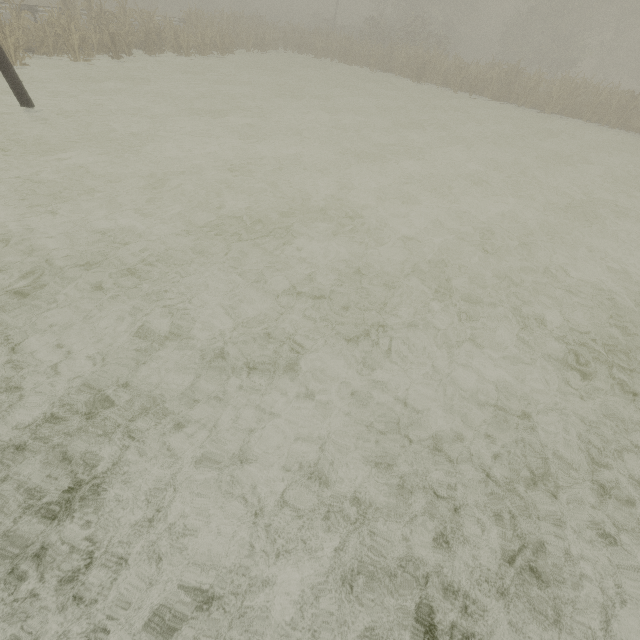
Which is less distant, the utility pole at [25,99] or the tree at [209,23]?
the utility pole at [25,99]

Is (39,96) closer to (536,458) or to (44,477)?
(44,477)

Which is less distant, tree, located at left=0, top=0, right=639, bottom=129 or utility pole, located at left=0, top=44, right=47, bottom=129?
utility pole, located at left=0, top=44, right=47, bottom=129
